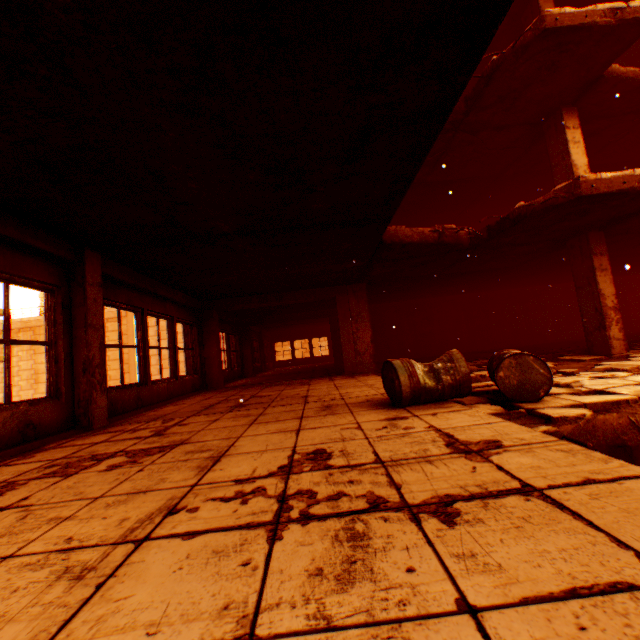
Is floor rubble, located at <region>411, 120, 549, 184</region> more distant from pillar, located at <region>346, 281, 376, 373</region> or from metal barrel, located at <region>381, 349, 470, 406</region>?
metal barrel, located at <region>381, 349, 470, 406</region>

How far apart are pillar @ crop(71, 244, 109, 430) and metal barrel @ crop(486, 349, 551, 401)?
5.2m

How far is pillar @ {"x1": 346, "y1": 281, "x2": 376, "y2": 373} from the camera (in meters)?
9.49

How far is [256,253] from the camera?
5.9m

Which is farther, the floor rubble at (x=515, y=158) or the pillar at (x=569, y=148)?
the floor rubble at (x=515, y=158)

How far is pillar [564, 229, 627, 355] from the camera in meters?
6.9

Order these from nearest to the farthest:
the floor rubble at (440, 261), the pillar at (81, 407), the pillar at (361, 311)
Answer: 1. the pillar at (81, 407)
2. the floor rubble at (440, 261)
3. the pillar at (361, 311)

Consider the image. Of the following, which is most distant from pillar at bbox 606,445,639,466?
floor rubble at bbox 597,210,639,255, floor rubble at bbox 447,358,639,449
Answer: floor rubble at bbox 597,210,639,255
